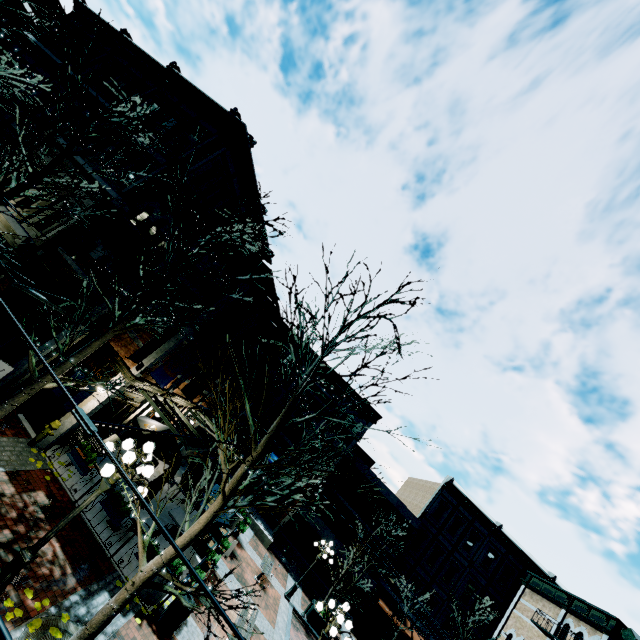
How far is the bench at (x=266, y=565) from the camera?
16.50m

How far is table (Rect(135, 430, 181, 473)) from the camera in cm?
1243

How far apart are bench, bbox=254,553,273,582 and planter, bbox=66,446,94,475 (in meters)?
11.13

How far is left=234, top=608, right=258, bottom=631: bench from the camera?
11.2m

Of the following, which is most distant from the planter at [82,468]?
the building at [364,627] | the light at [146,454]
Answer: the building at [364,627]

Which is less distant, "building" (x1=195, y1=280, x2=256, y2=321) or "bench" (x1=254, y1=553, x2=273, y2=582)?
"building" (x1=195, y1=280, x2=256, y2=321)

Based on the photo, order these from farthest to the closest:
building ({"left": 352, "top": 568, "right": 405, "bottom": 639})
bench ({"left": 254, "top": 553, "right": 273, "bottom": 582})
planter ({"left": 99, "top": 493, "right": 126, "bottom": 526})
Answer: building ({"left": 352, "top": 568, "right": 405, "bottom": 639})
bench ({"left": 254, "top": 553, "right": 273, "bottom": 582})
planter ({"left": 99, "top": 493, "right": 126, "bottom": 526})

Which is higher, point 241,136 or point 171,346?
point 241,136
